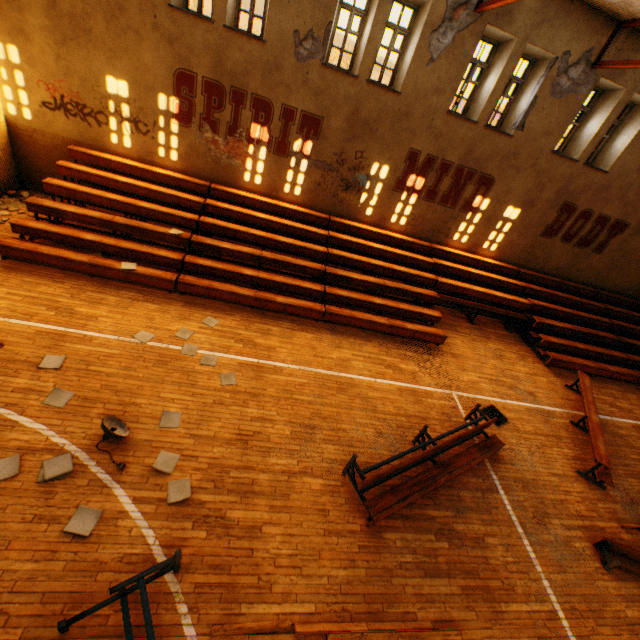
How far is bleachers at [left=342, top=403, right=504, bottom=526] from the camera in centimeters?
544cm

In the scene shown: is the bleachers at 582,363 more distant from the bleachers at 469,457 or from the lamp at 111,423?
the lamp at 111,423

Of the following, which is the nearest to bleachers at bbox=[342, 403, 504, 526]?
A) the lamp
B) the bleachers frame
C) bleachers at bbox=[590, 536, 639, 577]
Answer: bleachers at bbox=[590, 536, 639, 577]

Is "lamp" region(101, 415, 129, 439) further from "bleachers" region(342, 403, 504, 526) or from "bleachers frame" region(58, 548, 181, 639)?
"bleachers" region(342, 403, 504, 526)

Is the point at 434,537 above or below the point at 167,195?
below

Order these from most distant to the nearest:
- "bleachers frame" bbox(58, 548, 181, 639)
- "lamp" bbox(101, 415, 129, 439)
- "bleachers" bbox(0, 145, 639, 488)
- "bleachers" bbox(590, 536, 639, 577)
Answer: "bleachers" bbox(0, 145, 639, 488)
"bleachers" bbox(590, 536, 639, 577)
"lamp" bbox(101, 415, 129, 439)
"bleachers frame" bbox(58, 548, 181, 639)

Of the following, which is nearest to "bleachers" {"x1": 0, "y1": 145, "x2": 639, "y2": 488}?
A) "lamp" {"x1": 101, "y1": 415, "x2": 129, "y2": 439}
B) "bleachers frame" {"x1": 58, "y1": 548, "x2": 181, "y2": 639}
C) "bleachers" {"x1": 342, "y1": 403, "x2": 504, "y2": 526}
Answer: "bleachers" {"x1": 342, "y1": 403, "x2": 504, "y2": 526}

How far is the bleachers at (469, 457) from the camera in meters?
5.4
